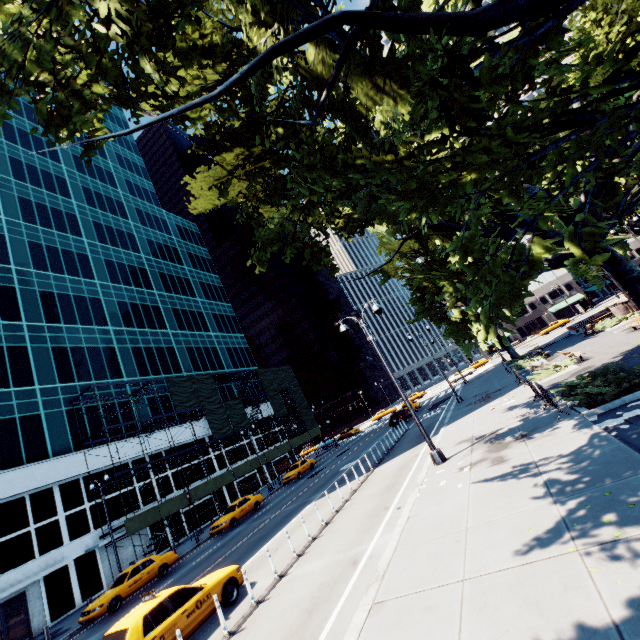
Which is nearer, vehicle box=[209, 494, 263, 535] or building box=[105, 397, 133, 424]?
vehicle box=[209, 494, 263, 535]

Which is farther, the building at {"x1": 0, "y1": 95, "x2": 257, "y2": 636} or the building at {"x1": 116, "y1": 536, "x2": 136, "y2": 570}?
the building at {"x1": 116, "y1": 536, "x2": 136, "y2": 570}

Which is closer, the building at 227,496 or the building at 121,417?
the building at 121,417

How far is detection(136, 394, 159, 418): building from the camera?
35.2 meters

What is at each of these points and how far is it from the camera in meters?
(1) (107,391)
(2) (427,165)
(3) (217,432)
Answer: (1) building, 33.3
(2) tree, 5.8
(3) scaffolding, 36.9

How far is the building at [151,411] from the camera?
35.2m

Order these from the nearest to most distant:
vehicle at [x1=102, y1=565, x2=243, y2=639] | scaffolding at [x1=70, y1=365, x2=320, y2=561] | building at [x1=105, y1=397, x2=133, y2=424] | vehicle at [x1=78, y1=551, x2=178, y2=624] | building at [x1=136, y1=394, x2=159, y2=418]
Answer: vehicle at [x1=102, y1=565, x2=243, y2=639], vehicle at [x1=78, y1=551, x2=178, y2=624], scaffolding at [x1=70, y1=365, x2=320, y2=561], building at [x1=105, y1=397, x2=133, y2=424], building at [x1=136, y1=394, x2=159, y2=418]
